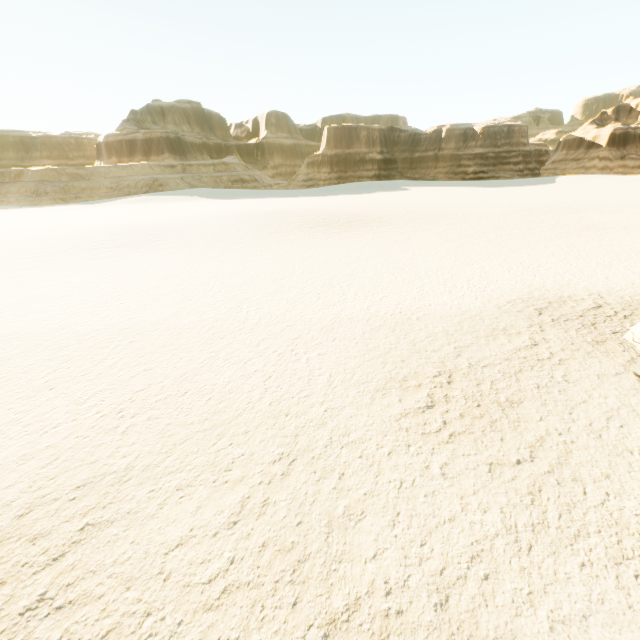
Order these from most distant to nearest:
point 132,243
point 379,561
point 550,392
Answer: point 132,243
point 550,392
point 379,561
